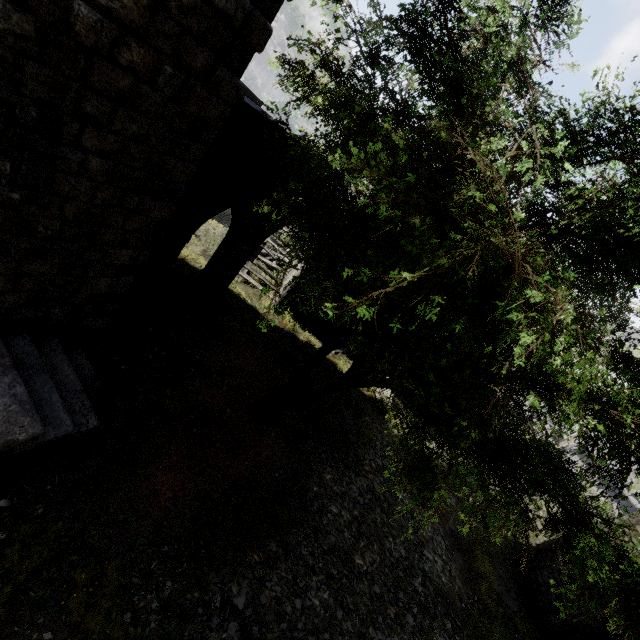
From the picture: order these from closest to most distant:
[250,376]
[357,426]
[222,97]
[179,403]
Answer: [222,97]
[179,403]
[250,376]
[357,426]

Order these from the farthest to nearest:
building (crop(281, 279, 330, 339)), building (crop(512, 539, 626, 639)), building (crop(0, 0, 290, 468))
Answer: building (crop(281, 279, 330, 339)) < building (crop(512, 539, 626, 639)) < building (crop(0, 0, 290, 468))

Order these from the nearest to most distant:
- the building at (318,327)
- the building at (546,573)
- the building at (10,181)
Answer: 1. the building at (10,181)
2. the building at (546,573)
3. the building at (318,327)

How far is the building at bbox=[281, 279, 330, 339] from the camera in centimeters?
1530cm

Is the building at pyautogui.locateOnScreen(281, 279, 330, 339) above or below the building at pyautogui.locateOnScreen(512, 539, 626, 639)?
below

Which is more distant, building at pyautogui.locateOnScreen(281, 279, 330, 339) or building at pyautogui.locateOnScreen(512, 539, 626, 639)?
building at pyautogui.locateOnScreen(281, 279, 330, 339)

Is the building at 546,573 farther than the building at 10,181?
Yes
